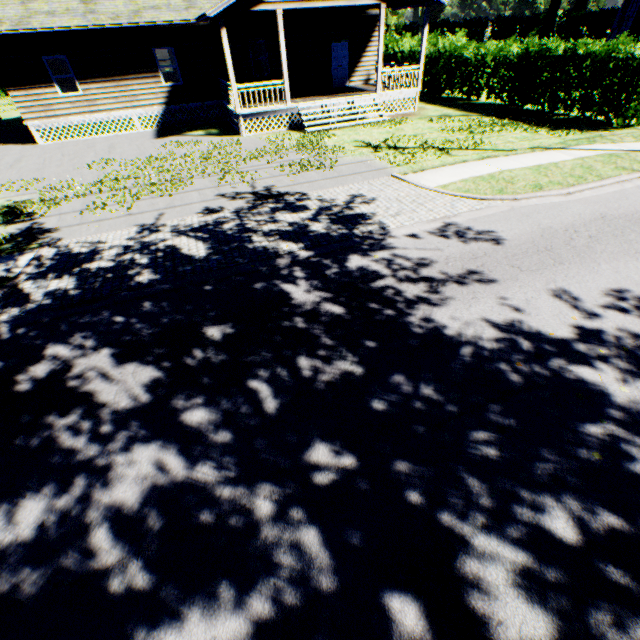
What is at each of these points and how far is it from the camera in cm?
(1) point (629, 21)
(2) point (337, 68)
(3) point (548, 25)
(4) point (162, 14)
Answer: (1) house, 2077
(2) door, 1997
(3) plant, 4938
(4) house, 1547

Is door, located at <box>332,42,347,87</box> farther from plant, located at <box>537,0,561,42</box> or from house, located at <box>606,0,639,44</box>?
plant, located at <box>537,0,561,42</box>

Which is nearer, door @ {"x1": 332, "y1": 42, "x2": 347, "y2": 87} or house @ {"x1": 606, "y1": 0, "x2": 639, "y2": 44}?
door @ {"x1": 332, "y1": 42, "x2": 347, "y2": 87}

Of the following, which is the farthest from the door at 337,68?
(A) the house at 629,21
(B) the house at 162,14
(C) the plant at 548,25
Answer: (C) the plant at 548,25

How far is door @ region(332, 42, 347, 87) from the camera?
19.3m

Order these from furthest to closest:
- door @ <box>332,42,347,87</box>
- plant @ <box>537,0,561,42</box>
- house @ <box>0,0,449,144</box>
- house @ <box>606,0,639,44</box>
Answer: plant @ <box>537,0,561,42</box>
house @ <box>606,0,639,44</box>
door @ <box>332,42,347,87</box>
house @ <box>0,0,449,144</box>

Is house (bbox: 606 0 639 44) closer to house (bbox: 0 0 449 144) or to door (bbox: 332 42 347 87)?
house (bbox: 0 0 449 144)

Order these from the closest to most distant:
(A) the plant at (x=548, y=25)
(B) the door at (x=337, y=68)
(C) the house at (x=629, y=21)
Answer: (B) the door at (x=337, y=68), (C) the house at (x=629, y=21), (A) the plant at (x=548, y=25)
